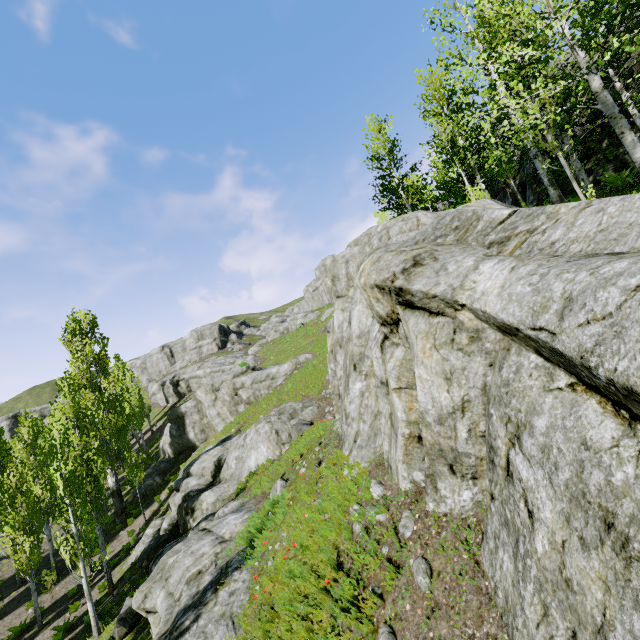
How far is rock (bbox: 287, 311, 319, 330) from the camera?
52.00m

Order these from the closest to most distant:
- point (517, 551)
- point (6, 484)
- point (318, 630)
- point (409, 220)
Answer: point (517, 551) < point (318, 630) < point (409, 220) < point (6, 484)

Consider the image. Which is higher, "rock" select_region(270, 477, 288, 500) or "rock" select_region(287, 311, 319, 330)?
"rock" select_region(287, 311, 319, 330)

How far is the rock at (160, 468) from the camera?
27.50m

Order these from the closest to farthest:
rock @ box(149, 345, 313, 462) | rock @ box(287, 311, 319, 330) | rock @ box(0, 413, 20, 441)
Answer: rock @ box(149, 345, 313, 462), rock @ box(287, 311, 319, 330), rock @ box(0, 413, 20, 441)

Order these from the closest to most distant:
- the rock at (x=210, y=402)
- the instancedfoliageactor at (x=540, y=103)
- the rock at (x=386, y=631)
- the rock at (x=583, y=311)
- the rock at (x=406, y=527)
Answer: the rock at (x=583, y=311), the rock at (x=386, y=631), the rock at (x=406, y=527), the instancedfoliageactor at (x=540, y=103), the rock at (x=210, y=402)
